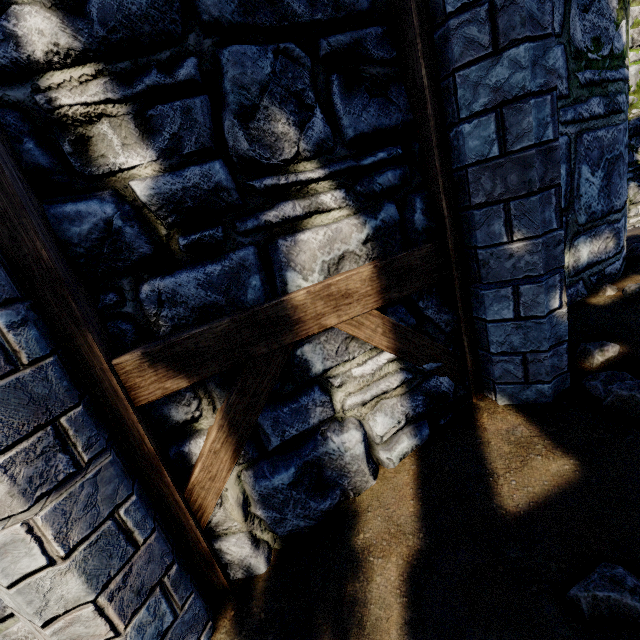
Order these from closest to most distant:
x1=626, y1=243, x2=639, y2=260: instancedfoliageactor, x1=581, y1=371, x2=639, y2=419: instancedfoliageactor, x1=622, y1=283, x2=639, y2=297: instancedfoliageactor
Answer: x1=581, y1=371, x2=639, y2=419: instancedfoliageactor, x1=622, y1=283, x2=639, y2=297: instancedfoliageactor, x1=626, y1=243, x2=639, y2=260: instancedfoliageactor

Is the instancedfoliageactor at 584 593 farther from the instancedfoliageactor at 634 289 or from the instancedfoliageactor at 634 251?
the instancedfoliageactor at 634 251

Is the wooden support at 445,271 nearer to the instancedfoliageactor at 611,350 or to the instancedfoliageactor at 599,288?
the instancedfoliageactor at 611,350

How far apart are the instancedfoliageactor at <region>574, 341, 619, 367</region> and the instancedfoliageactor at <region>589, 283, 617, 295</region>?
0.8 meters

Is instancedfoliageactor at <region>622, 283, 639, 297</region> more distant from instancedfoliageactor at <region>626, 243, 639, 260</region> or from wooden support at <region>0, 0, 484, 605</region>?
wooden support at <region>0, 0, 484, 605</region>

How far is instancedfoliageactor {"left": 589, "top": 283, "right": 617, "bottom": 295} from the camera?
2.9m

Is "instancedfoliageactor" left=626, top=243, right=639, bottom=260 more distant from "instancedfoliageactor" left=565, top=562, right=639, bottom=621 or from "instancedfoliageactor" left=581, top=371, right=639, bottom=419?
"instancedfoliageactor" left=565, top=562, right=639, bottom=621

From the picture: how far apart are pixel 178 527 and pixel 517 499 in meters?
1.9 m
